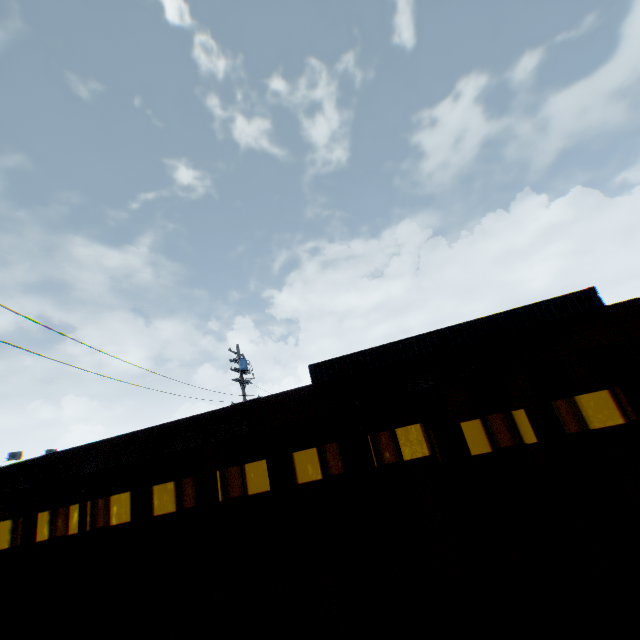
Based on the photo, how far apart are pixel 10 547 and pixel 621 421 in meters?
3.5
